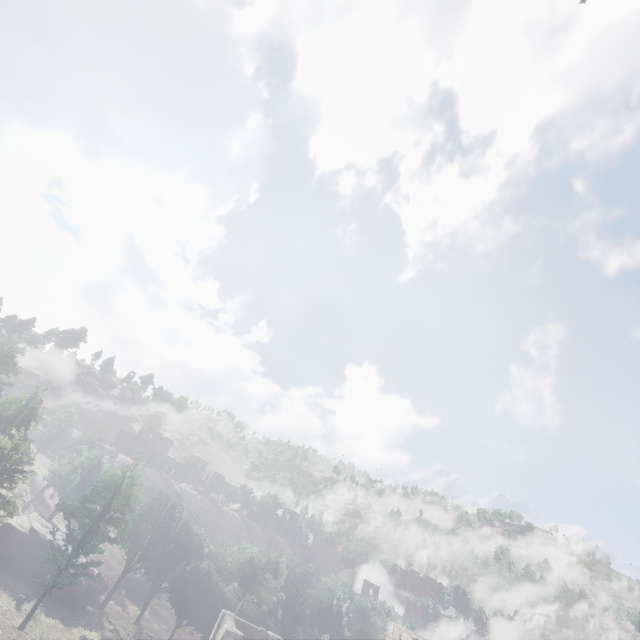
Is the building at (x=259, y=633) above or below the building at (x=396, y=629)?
below

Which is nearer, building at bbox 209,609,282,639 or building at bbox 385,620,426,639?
building at bbox 385,620,426,639

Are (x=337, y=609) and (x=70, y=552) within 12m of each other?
no

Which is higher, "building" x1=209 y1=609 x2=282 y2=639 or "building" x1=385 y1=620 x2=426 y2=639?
"building" x1=385 y1=620 x2=426 y2=639

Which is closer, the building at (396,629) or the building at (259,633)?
the building at (396,629)
